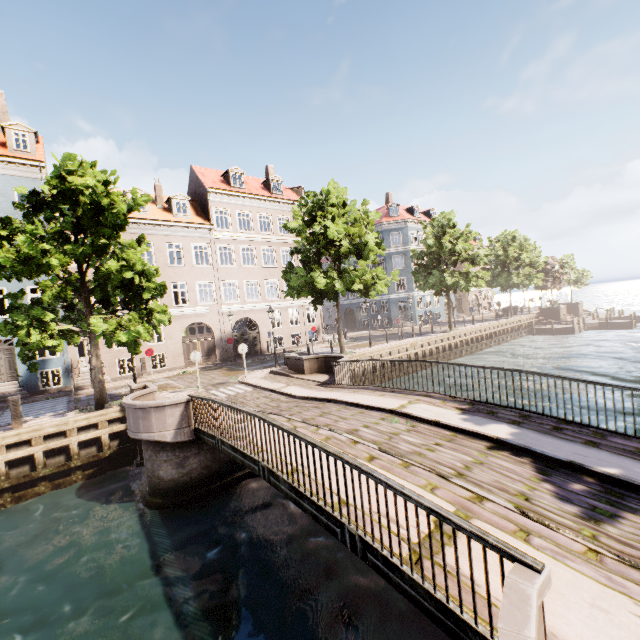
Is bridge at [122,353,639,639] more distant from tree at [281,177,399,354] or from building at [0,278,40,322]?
building at [0,278,40,322]

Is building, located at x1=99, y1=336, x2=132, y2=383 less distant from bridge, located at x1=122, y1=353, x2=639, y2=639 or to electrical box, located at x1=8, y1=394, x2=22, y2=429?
bridge, located at x1=122, y1=353, x2=639, y2=639

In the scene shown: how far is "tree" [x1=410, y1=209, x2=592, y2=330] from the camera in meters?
27.9

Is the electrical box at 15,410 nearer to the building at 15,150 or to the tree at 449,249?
the tree at 449,249

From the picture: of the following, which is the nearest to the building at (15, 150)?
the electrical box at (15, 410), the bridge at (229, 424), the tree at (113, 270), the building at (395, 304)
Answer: the tree at (113, 270)

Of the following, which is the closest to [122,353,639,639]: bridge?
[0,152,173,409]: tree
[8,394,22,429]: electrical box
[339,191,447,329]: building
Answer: [0,152,173,409]: tree

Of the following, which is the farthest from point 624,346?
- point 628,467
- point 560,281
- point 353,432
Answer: point 353,432
